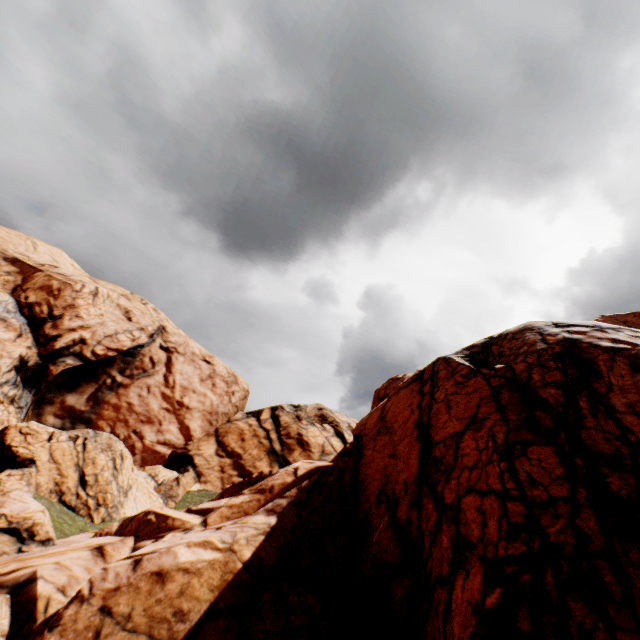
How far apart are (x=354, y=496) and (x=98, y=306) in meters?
33.1
